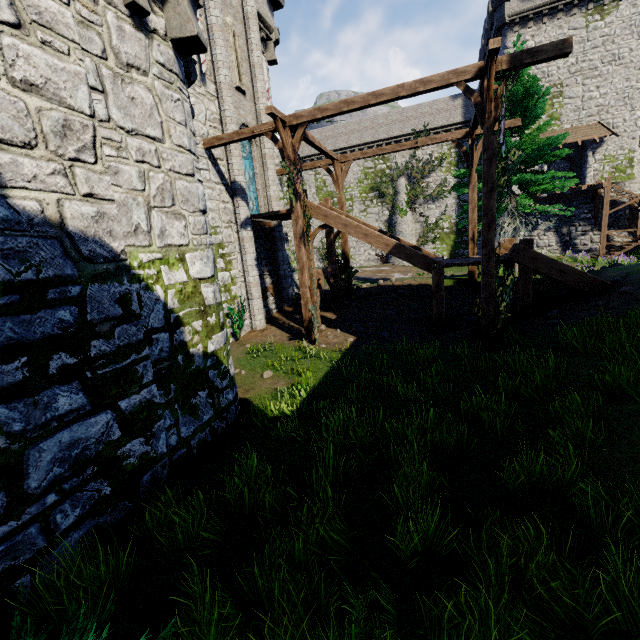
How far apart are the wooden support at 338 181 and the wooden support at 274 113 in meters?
3.4 m

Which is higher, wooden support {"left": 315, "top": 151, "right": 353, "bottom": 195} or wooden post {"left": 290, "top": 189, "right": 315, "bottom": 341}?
wooden support {"left": 315, "top": 151, "right": 353, "bottom": 195}

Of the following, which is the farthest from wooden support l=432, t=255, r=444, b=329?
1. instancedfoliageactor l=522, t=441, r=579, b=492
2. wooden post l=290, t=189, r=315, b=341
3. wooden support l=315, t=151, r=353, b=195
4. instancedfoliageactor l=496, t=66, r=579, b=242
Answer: instancedfoliageactor l=522, t=441, r=579, b=492

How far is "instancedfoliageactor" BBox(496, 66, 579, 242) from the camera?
14.1 meters

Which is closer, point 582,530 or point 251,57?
point 582,530

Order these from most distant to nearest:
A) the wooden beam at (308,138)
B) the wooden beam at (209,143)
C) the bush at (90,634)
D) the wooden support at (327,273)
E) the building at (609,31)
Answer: the building at (609,31) → the wooden support at (327,273) → the wooden beam at (308,138) → the wooden beam at (209,143) → the bush at (90,634)

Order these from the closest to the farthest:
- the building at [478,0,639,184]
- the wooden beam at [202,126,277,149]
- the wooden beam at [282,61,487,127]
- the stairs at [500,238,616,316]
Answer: the wooden beam at [282,61,487,127] < the stairs at [500,238,616,316] < the wooden beam at [202,126,277,149] < the building at [478,0,639,184]

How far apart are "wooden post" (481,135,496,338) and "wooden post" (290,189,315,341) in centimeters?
573cm
